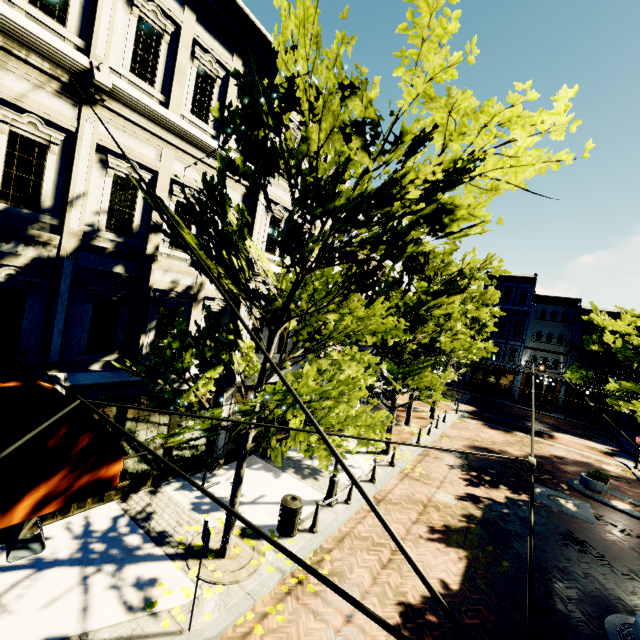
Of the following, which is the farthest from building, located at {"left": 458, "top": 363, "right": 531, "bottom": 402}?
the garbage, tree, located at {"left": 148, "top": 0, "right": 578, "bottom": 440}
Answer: the garbage

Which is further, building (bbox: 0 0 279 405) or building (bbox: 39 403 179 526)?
building (bbox: 39 403 179 526)

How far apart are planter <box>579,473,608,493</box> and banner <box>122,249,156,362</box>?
19.5 meters

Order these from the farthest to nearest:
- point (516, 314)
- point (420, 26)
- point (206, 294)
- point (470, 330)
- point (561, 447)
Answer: point (516, 314)
point (470, 330)
point (561, 447)
point (206, 294)
point (420, 26)

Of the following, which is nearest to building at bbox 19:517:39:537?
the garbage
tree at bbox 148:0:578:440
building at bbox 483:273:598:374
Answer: tree at bbox 148:0:578:440

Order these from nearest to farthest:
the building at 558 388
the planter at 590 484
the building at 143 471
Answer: the building at 143 471
the planter at 590 484
the building at 558 388

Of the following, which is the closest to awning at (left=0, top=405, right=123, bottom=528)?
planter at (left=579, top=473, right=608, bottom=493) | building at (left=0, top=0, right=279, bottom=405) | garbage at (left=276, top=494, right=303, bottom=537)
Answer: building at (left=0, top=0, right=279, bottom=405)

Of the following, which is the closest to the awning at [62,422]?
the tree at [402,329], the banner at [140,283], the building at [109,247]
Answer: the building at [109,247]
